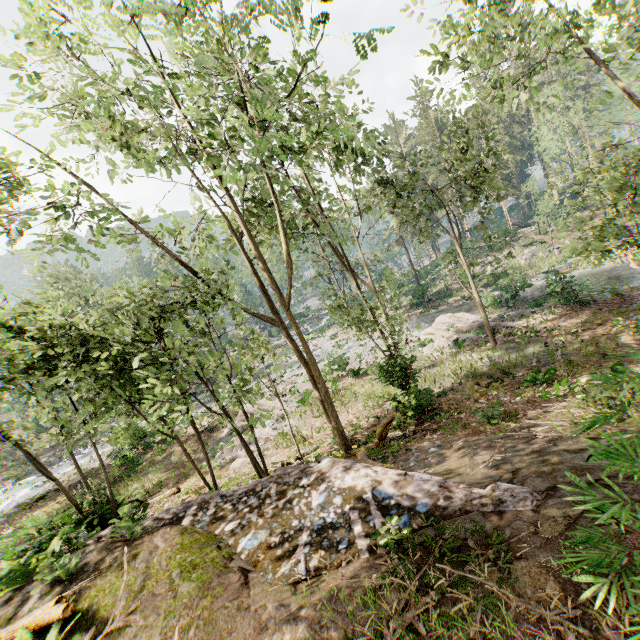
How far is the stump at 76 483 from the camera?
22.7 meters

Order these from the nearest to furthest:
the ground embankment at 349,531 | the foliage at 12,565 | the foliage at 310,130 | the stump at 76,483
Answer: the ground embankment at 349,531 < the foliage at 12,565 < the foliage at 310,130 < the stump at 76,483

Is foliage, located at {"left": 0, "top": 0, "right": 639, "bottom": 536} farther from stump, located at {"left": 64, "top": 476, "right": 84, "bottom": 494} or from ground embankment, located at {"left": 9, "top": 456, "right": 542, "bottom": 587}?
stump, located at {"left": 64, "top": 476, "right": 84, "bottom": 494}

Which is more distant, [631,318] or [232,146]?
[631,318]

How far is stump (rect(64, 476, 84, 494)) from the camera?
22.7 meters

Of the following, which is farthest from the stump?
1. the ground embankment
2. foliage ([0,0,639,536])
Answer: the ground embankment
